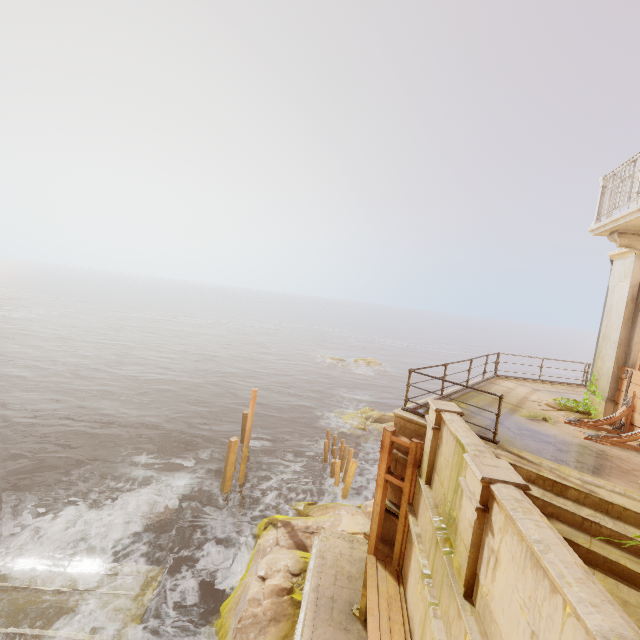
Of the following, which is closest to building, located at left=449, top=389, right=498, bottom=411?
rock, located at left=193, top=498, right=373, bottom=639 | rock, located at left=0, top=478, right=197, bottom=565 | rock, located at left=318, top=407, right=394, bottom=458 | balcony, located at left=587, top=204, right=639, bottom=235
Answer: rock, located at left=193, top=498, right=373, bottom=639

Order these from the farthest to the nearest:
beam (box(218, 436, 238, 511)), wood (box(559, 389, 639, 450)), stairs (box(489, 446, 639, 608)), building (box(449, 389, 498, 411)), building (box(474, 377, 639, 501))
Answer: beam (box(218, 436, 238, 511))
building (box(449, 389, 498, 411))
wood (box(559, 389, 639, 450))
building (box(474, 377, 639, 501))
stairs (box(489, 446, 639, 608))

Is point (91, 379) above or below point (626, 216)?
below

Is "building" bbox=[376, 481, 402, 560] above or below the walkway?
above

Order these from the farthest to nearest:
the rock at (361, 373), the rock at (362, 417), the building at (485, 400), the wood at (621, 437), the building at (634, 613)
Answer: the rock at (361, 373) → the rock at (362, 417) → the building at (485, 400) → the wood at (621, 437) → the building at (634, 613)

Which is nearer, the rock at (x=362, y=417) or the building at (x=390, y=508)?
the building at (x=390, y=508)

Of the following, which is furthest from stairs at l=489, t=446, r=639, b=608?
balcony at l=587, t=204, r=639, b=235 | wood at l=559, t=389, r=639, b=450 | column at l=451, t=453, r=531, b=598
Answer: Answer: balcony at l=587, t=204, r=639, b=235

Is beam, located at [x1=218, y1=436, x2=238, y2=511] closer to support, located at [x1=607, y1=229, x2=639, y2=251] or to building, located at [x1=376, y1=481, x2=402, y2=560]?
building, located at [x1=376, y1=481, x2=402, y2=560]
